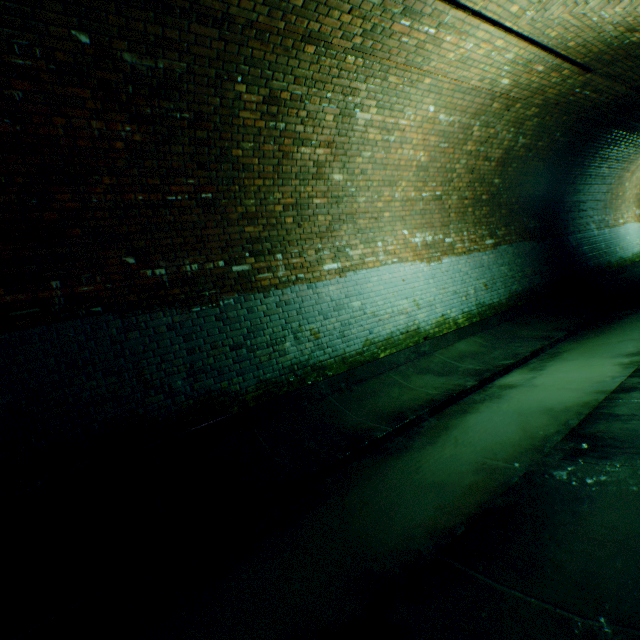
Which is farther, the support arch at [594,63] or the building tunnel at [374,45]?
the support arch at [594,63]

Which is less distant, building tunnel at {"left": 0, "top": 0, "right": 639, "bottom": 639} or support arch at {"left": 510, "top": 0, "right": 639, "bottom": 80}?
building tunnel at {"left": 0, "top": 0, "right": 639, "bottom": 639}

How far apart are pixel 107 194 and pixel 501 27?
5.6m
